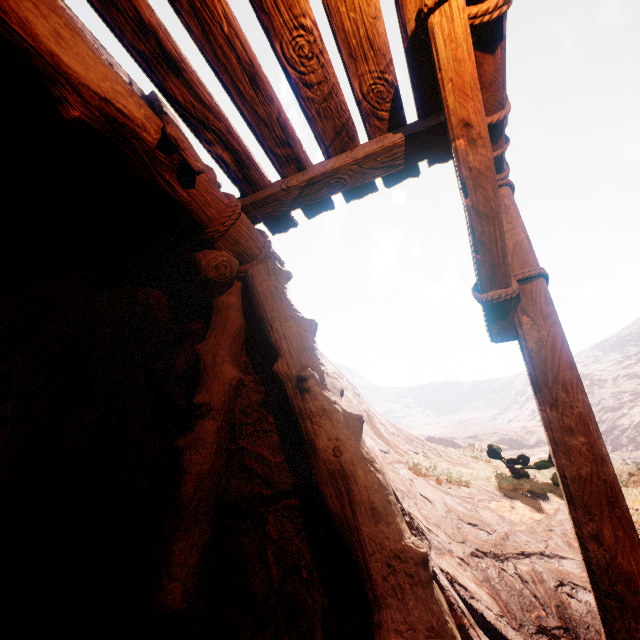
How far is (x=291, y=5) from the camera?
1.99m
